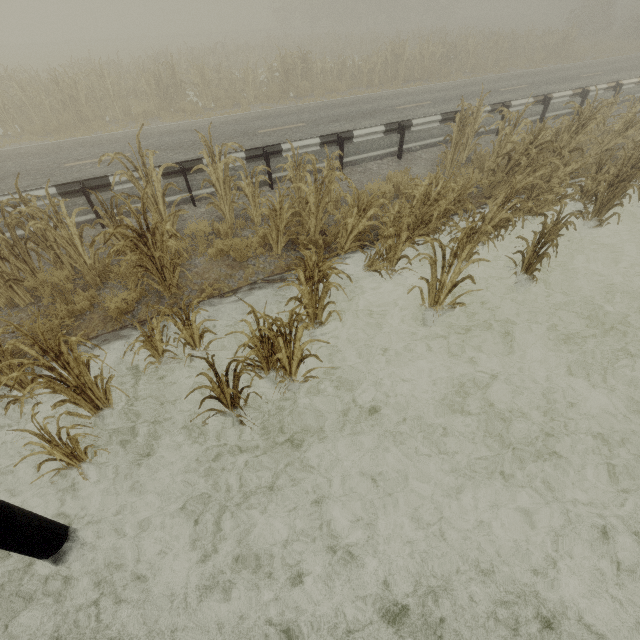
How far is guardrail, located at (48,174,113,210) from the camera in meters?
6.4

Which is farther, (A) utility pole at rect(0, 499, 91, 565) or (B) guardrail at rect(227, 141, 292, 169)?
(B) guardrail at rect(227, 141, 292, 169)

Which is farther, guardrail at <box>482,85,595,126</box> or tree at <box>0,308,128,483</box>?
guardrail at <box>482,85,595,126</box>

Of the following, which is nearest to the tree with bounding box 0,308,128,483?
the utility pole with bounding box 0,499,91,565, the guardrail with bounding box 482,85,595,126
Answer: the utility pole with bounding box 0,499,91,565

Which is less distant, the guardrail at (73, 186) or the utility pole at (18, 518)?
the utility pole at (18, 518)

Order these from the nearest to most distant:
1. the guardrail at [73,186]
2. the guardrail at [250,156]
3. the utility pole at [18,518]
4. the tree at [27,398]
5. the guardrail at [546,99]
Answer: the utility pole at [18,518], the tree at [27,398], the guardrail at [73,186], the guardrail at [250,156], the guardrail at [546,99]

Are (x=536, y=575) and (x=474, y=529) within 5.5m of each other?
yes
